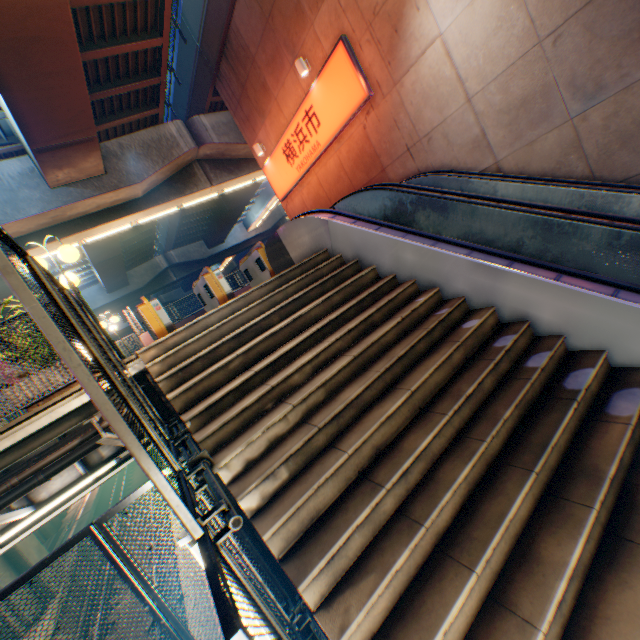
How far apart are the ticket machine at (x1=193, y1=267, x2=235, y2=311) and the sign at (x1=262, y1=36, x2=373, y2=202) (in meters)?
5.75

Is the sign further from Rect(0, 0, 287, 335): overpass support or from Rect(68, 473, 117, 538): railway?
Rect(68, 473, 117, 538): railway

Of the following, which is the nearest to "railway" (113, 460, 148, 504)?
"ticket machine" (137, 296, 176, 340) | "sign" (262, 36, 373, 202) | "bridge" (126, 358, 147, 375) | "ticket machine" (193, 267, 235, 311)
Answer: "bridge" (126, 358, 147, 375)

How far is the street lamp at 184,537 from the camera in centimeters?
226cm

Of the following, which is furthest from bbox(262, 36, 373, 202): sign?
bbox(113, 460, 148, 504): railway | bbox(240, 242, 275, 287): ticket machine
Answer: bbox(113, 460, 148, 504): railway

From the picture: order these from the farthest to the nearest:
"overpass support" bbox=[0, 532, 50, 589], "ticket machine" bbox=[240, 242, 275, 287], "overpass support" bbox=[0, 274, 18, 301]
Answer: "overpass support" bbox=[0, 274, 18, 301] < "overpass support" bbox=[0, 532, 50, 589] < "ticket machine" bbox=[240, 242, 275, 287]

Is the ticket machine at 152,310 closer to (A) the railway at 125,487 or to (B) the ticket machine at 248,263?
(B) the ticket machine at 248,263

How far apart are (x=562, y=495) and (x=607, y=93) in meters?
7.0
